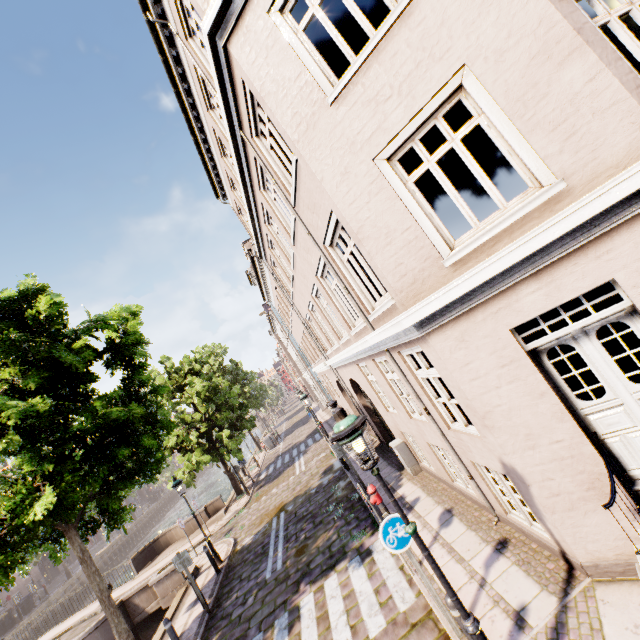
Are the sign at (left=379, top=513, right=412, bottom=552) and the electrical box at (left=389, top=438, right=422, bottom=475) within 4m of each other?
no

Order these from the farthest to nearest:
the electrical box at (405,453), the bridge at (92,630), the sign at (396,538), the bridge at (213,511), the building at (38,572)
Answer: the building at (38,572), the bridge at (213,511), the bridge at (92,630), the electrical box at (405,453), the sign at (396,538)

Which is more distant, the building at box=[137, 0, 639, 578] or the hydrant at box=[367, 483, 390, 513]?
the hydrant at box=[367, 483, 390, 513]

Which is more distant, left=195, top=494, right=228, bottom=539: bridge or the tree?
left=195, top=494, right=228, bottom=539: bridge

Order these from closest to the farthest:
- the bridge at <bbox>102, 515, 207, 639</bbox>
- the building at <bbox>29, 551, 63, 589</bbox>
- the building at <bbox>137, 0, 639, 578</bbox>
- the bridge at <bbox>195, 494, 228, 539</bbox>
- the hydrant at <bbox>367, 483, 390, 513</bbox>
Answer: the building at <bbox>137, 0, 639, 578</bbox>
the hydrant at <bbox>367, 483, 390, 513</bbox>
the bridge at <bbox>102, 515, 207, 639</bbox>
the bridge at <bbox>195, 494, 228, 539</bbox>
the building at <bbox>29, 551, 63, 589</bbox>

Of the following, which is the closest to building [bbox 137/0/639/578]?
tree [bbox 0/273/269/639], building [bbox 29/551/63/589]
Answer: tree [bbox 0/273/269/639]

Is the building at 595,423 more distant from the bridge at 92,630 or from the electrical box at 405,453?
the bridge at 92,630

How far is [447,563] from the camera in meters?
6.1 m
